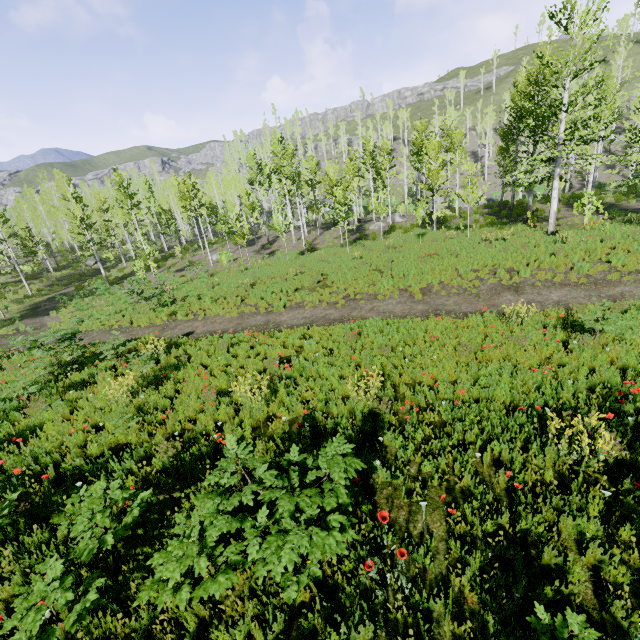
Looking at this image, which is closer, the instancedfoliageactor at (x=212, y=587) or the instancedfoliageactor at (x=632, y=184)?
the instancedfoliageactor at (x=212, y=587)

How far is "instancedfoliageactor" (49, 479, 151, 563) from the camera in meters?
3.5 m

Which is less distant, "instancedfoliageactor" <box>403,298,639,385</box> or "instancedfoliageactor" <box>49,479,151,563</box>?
"instancedfoliageactor" <box>49,479,151,563</box>

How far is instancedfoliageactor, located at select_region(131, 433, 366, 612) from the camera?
2.9 meters

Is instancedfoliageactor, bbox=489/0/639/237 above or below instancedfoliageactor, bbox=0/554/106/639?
above

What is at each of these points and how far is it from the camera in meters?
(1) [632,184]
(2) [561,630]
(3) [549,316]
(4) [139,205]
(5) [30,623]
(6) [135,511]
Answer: (1) instancedfoliageactor, 21.6 m
(2) instancedfoliageactor, 2.4 m
(3) instancedfoliageactor, 9.0 m
(4) instancedfoliageactor, 51.6 m
(5) instancedfoliageactor, 2.9 m
(6) instancedfoliageactor, 3.9 m

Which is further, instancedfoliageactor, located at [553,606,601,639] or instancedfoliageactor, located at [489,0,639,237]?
instancedfoliageactor, located at [489,0,639,237]

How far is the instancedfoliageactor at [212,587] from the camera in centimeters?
293cm
